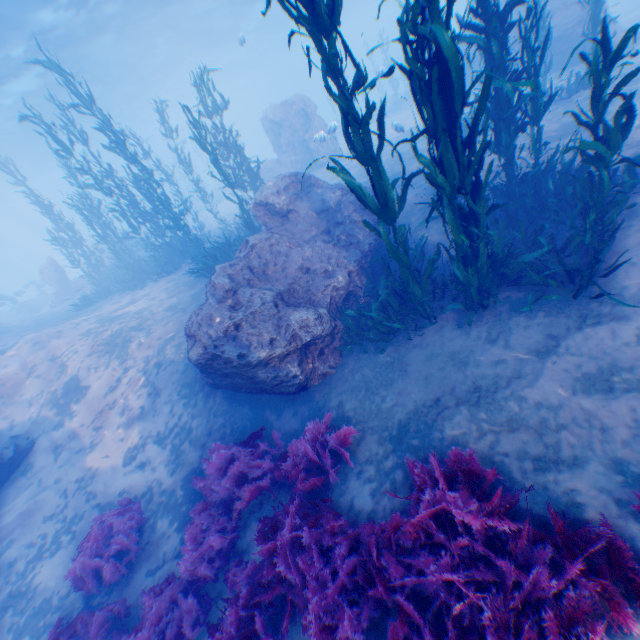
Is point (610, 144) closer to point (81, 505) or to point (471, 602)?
point (471, 602)

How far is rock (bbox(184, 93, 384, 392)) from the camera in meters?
6.4 m

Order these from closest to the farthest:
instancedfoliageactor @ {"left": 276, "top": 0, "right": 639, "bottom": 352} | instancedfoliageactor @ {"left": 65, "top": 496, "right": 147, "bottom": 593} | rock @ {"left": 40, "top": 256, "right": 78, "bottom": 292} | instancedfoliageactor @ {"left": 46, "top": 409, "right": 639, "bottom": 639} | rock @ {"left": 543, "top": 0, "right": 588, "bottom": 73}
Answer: instancedfoliageactor @ {"left": 46, "top": 409, "right": 639, "bottom": 639}, instancedfoliageactor @ {"left": 276, "top": 0, "right": 639, "bottom": 352}, instancedfoliageactor @ {"left": 65, "top": 496, "right": 147, "bottom": 593}, rock @ {"left": 543, "top": 0, "right": 588, "bottom": 73}, rock @ {"left": 40, "top": 256, "right": 78, "bottom": 292}

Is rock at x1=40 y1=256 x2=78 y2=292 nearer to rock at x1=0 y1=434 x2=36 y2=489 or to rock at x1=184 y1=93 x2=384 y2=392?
rock at x1=184 y1=93 x2=384 y2=392

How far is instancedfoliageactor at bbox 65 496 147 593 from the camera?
5.8m

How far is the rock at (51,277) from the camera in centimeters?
2184cm

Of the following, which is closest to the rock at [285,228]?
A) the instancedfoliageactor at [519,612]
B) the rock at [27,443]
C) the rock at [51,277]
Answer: the instancedfoliageactor at [519,612]

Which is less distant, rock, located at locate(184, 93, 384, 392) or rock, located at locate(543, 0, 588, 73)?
rock, located at locate(184, 93, 384, 392)
